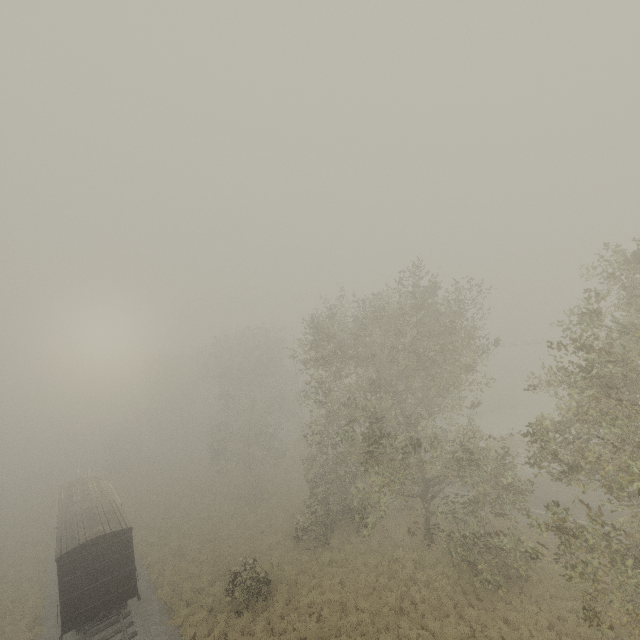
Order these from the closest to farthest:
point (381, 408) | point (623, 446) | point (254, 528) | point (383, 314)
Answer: point (623, 446) < point (383, 314) < point (381, 408) < point (254, 528)
